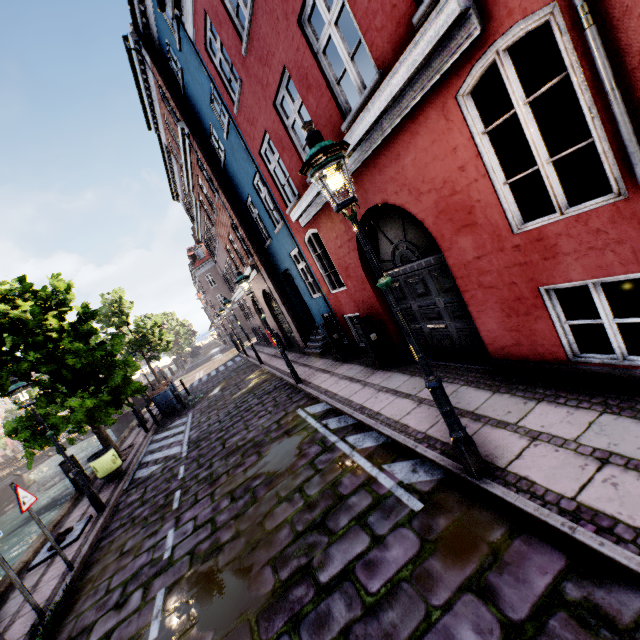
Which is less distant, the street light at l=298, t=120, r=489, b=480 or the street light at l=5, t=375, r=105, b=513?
the street light at l=298, t=120, r=489, b=480

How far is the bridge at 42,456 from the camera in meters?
27.3 m

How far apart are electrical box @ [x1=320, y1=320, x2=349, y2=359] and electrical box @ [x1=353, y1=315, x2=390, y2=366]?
2.09m

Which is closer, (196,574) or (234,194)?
(196,574)

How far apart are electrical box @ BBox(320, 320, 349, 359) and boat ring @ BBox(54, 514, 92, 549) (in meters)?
7.68

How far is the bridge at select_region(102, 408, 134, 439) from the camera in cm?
2828

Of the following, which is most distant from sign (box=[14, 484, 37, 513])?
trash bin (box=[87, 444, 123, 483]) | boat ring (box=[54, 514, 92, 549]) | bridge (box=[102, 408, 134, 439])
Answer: bridge (box=[102, 408, 134, 439])

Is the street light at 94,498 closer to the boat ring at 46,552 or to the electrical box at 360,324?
the boat ring at 46,552
